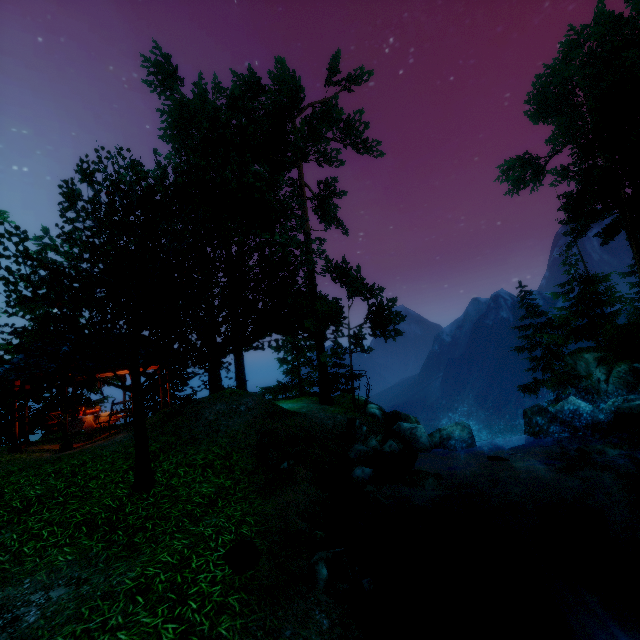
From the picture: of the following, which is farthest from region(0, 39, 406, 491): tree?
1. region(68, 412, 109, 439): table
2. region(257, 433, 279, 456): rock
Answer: region(68, 412, 109, 439): table

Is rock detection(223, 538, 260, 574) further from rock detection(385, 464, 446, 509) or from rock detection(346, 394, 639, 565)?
rock detection(346, 394, 639, 565)

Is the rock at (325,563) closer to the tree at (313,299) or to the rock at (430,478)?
the rock at (430,478)

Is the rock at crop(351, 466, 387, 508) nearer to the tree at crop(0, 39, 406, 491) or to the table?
the tree at crop(0, 39, 406, 491)

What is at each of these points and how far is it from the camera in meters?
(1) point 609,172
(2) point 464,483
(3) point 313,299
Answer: (1) tree, 18.8
(2) rock, 10.4
(3) tree, 19.1

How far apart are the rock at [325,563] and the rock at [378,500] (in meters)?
2.46

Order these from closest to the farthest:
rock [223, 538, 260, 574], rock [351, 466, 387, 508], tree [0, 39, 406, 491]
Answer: rock [223, 538, 260, 574], tree [0, 39, 406, 491], rock [351, 466, 387, 508]

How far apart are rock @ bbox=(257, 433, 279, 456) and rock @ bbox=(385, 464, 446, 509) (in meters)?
3.27
